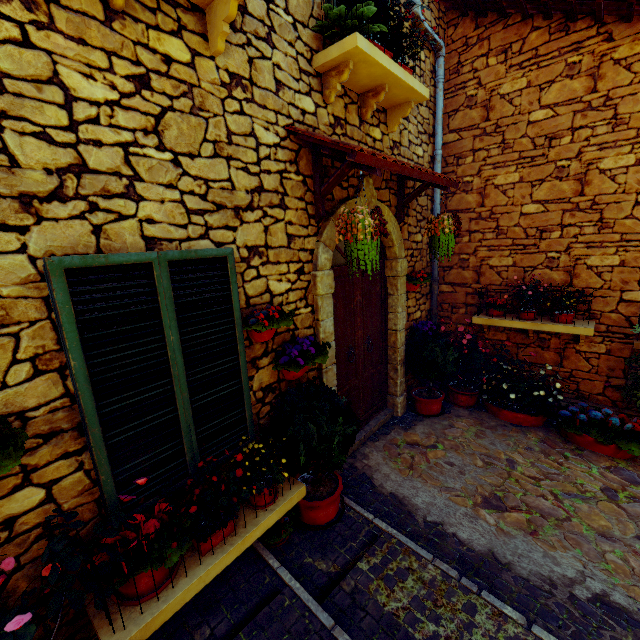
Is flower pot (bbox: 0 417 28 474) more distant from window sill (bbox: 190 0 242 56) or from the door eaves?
the door eaves

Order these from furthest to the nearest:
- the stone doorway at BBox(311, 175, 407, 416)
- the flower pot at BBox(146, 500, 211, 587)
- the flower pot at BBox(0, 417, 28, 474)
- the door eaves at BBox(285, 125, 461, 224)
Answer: the stone doorway at BBox(311, 175, 407, 416)
the door eaves at BBox(285, 125, 461, 224)
the flower pot at BBox(146, 500, 211, 587)
the flower pot at BBox(0, 417, 28, 474)

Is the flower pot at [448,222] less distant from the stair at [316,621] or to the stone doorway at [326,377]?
the stone doorway at [326,377]

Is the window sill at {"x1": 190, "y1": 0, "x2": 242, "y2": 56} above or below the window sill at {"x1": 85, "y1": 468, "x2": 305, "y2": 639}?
above

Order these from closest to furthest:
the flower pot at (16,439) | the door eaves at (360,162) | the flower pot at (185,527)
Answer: the flower pot at (16,439)
the flower pot at (185,527)
the door eaves at (360,162)

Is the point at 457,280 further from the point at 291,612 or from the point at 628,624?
the point at 291,612

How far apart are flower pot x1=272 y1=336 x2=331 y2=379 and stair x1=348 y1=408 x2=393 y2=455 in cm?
32

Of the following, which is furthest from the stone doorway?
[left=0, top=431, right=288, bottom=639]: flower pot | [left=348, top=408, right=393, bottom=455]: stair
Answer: [left=0, top=431, right=288, bottom=639]: flower pot
